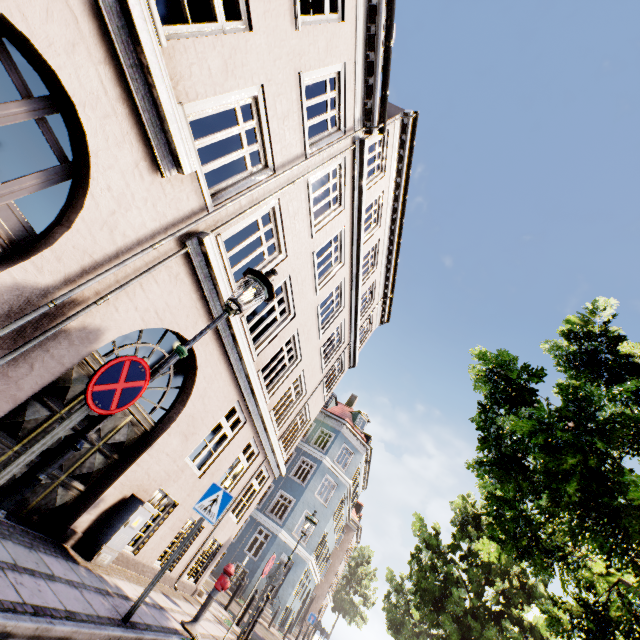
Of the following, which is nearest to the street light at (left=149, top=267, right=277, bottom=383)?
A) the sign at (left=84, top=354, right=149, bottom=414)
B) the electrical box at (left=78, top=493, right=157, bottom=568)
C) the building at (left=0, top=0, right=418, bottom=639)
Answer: the sign at (left=84, top=354, right=149, bottom=414)

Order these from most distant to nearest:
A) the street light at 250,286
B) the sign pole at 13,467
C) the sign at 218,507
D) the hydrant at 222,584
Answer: the hydrant at 222,584
the sign at 218,507
the street light at 250,286
the sign pole at 13,467

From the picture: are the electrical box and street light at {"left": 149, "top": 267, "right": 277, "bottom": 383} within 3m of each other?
no

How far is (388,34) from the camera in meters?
7.7 m

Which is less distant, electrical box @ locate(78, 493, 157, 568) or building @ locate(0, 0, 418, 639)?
building @ locate(0, 0, 418, 639)

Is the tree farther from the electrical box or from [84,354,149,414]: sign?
the electrical box

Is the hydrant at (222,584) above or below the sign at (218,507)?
below

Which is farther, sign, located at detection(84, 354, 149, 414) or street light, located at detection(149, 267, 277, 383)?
street light, located at detection(149, 267, 277, 383)
